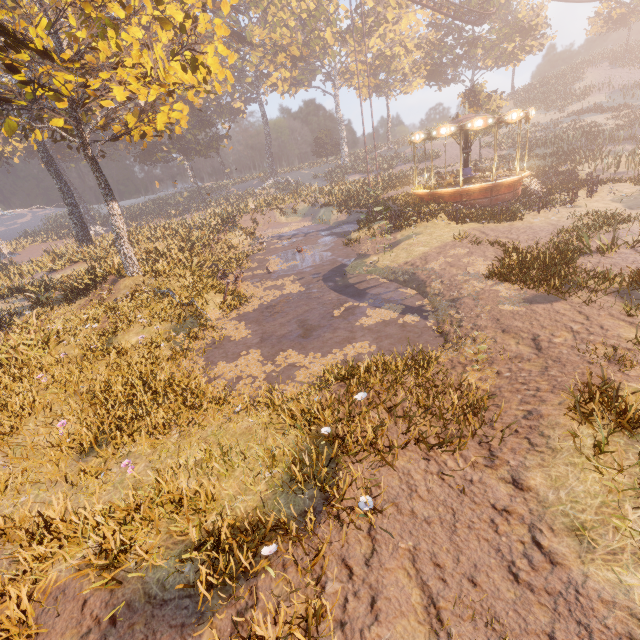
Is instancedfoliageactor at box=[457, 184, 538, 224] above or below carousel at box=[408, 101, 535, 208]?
below

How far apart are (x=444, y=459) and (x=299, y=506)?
2.24m

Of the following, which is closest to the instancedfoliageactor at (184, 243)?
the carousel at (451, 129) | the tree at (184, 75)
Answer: the carousel at (451, 129)

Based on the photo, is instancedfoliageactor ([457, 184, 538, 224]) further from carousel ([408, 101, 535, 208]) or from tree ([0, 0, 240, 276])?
tree ([0, 0, 240, 276])

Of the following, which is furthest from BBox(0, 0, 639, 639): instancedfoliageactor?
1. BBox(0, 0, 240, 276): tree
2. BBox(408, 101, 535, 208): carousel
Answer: BBox(0, 0, 240, 276): tree

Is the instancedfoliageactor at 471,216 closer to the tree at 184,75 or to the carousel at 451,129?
the carousel at 451,129

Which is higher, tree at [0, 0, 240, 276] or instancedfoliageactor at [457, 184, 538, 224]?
tree at [0, 0, 240, 276]
